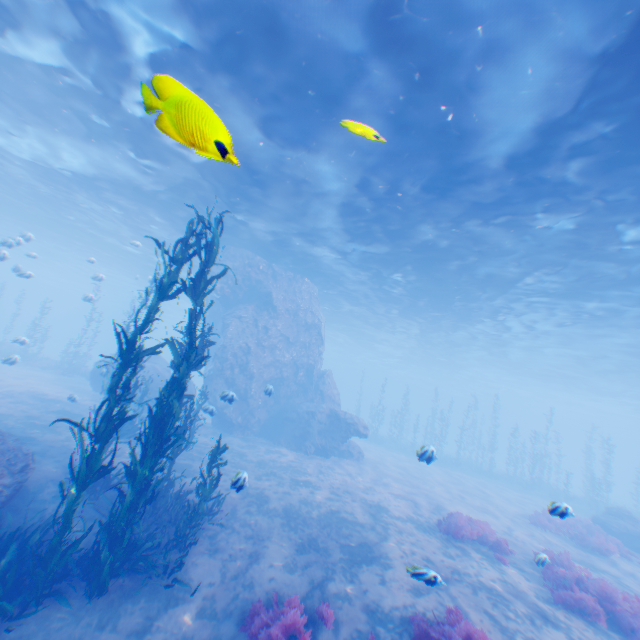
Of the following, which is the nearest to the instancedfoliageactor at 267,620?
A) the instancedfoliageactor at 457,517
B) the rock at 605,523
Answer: the instancedfoliageactor at 457,517

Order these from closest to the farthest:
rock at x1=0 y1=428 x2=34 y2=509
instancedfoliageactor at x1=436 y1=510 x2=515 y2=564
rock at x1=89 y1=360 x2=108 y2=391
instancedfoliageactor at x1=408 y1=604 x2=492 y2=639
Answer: instancedfoliageactor at x1=408 y1=604 x2=492 y2=639 → rock at x1=0 y1=428 x2=34 y2=509 → instancedfoliageactor at x1=436 y1=510 x2=515 y2=564 → rock at x1=89 y1=360 x2=108 y2=391

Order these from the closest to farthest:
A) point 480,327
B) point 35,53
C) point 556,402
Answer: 1. point 35,53
2. point 480,327
3. point 556,402

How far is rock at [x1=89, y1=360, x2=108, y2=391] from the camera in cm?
1619

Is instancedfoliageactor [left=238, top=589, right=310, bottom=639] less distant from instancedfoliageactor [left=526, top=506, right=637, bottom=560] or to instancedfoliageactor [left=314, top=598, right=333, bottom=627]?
instancedfoliageactor [left=314, top=598, right=333, bottom=627]

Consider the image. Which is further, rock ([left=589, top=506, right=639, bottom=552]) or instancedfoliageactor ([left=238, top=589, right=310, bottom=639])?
rock ([left=589, top=506, right=639, bottom=552])

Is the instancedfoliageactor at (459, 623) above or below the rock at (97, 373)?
below

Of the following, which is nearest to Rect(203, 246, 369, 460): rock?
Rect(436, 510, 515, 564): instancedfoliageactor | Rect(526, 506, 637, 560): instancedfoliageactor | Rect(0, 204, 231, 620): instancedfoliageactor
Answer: Rect(0, 204, 231, 620): instancedfoliageactor
